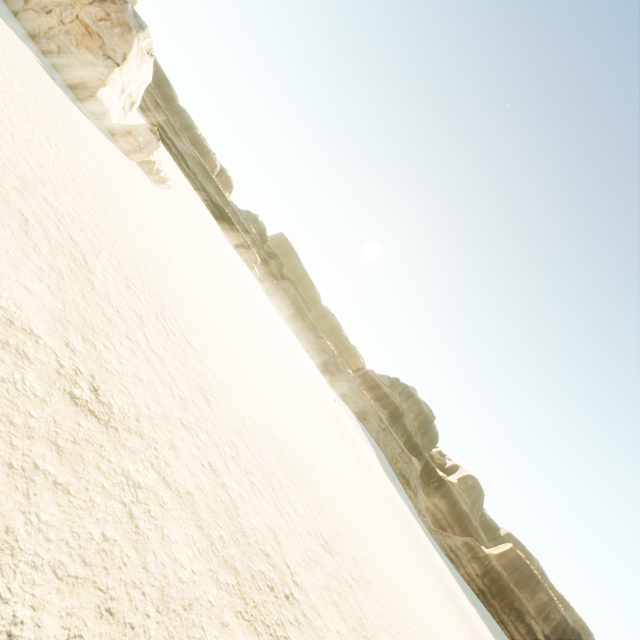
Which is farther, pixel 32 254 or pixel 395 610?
pixel 395 610
